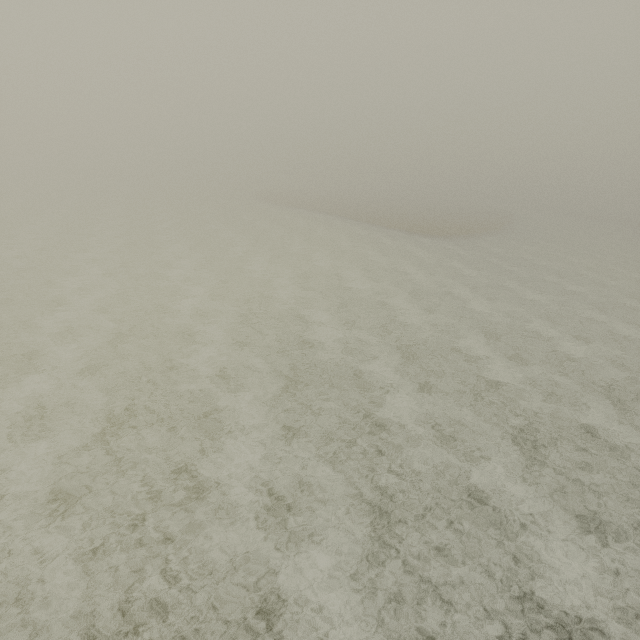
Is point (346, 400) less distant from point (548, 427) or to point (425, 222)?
point (548, 427)
